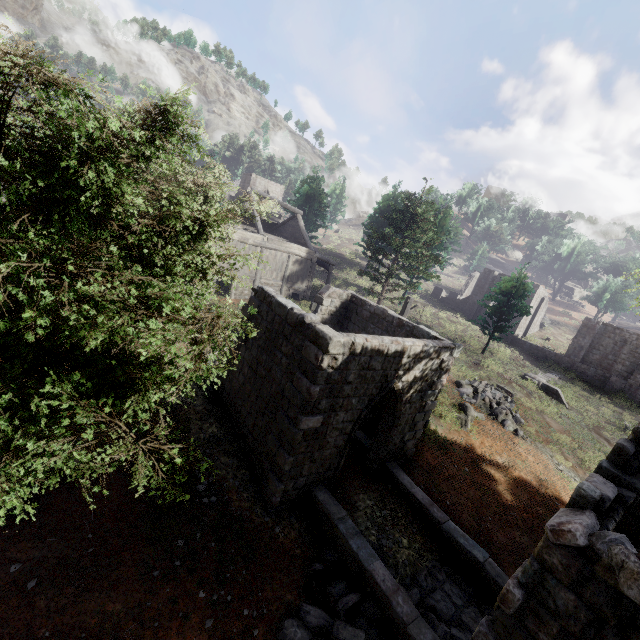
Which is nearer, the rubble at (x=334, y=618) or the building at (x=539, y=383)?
the rubble at (x=334, y=618)

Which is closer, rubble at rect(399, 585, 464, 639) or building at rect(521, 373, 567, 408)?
rubble at rect(399, 585, 464, 639)

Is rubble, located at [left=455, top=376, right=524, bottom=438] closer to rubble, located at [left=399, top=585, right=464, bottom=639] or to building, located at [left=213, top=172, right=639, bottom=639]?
building, located at [left=213, top=172, right=639, bottom=639]

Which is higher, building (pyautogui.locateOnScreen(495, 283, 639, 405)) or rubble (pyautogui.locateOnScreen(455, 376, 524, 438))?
building (pyautogui.locateOnScreen(495, 283, 639, 405))

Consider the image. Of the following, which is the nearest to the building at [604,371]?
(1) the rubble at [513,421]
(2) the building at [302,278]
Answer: (2) the building at [302,278]

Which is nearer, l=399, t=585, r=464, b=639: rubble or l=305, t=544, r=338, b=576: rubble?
l=399, t=585, r=464, b=639: rubble

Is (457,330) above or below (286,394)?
below

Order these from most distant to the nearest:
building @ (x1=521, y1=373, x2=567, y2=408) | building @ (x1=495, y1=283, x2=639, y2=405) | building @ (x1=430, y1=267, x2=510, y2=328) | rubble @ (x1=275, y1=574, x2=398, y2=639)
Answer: building @ (x1=430, y1=267, x2=510, y2=328), building @ (x1=495, y1=283, x2=639, y2=405), building @ (x1=521, y1=373, x2=567, y2=408), rubble @ (x1=275, y1=574, x2=398, y2=639)
